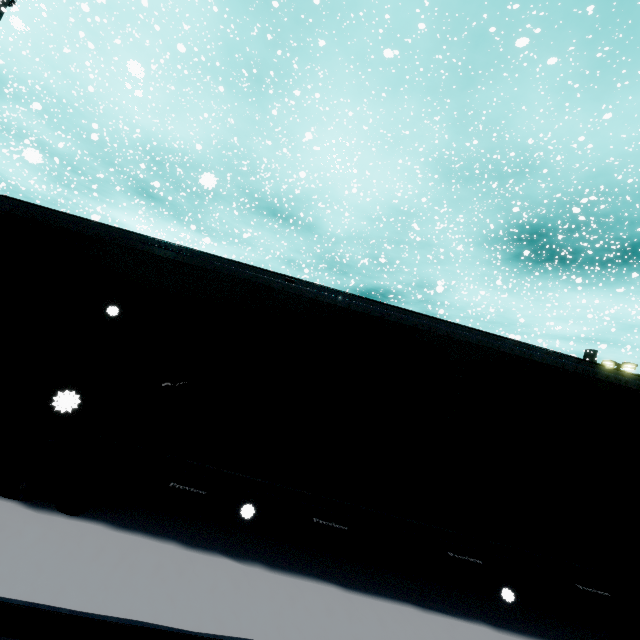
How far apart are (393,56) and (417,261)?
24.96m
